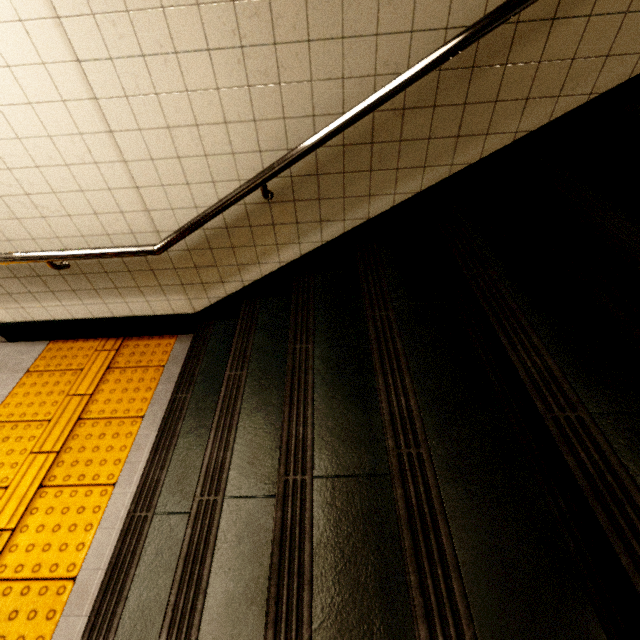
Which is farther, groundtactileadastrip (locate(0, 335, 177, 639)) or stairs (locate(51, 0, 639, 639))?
groundtactileadastrip (locate(0, 335, 177, 639))

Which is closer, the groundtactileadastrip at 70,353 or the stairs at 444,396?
the stairs at 444,396

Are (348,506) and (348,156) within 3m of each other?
yes

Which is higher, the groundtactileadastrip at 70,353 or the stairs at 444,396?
the stairs at 444,396

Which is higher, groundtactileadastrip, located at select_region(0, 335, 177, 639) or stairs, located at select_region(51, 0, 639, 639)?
stairs, located at select_region(51, 0, 639, 639)
